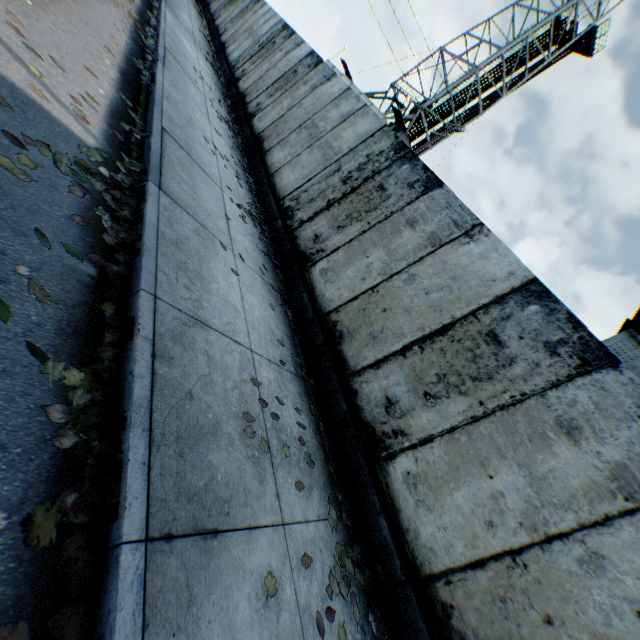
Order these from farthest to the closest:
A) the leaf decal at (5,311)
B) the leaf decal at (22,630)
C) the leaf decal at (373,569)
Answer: the leaf decal at (373,569) < the leaf decal at (5,311) < the leaf decal at (22,630)

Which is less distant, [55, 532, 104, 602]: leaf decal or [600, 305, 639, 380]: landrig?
[55, 532, 104, 602]: leaf decal

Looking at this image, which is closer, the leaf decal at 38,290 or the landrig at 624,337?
the leaf decal at 38,290

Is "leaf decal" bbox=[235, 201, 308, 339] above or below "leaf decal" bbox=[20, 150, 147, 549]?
above

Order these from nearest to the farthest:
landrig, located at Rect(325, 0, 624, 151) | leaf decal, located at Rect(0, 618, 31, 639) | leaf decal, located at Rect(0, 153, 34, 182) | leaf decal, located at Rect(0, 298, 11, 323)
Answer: leaf decal, located at Rect(0, 618, 31, 639)
leaf decal, located at Rect(0, 298, 11, 323)
leaf decal, located at Rect(0, 153, 34, 182)
landrig, located at Rect(325, 0, 624, 151)

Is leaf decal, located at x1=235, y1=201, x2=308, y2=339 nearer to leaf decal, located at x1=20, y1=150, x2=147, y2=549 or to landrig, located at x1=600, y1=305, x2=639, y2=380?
leaf decal, located at x1=20, y1=150, x2=147, y2=549

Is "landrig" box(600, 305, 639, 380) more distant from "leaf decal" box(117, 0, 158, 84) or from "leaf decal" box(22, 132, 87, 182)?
"leaf decal" box(117, 0, 158, 84)

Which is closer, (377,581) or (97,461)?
(97,461)
